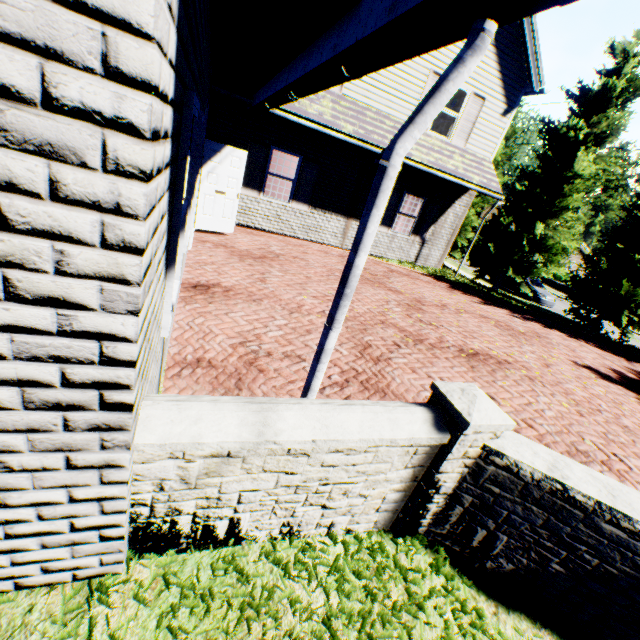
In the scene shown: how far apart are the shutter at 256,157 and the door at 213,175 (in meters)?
1.41

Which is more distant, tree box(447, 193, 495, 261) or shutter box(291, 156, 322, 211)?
tree box(447, 193, 495, 261)

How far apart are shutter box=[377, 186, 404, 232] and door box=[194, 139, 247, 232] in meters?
5.3

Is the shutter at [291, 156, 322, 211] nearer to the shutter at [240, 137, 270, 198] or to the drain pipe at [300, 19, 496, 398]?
the shutter at [240, 137, 270, 198]

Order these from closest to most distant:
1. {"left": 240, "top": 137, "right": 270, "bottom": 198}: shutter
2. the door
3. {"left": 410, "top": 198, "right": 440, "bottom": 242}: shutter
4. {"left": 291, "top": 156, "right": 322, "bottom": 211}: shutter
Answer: the door < {"left": 240, "top": 137, "right": 270, "bottom": 198}: shutter < {"left": 291, "top": 156, "right": 322, "bottom": 211}: shutter < {"left": 410, "top": 198, "right": 440, "bottom": 242}: shutter

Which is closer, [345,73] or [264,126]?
[345,73]

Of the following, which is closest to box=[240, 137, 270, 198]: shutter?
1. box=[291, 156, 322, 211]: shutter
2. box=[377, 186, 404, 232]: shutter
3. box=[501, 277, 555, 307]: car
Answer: box=[291, 156, 322, 211]: shutter

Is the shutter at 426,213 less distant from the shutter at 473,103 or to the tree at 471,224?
the shutter at 473,103
